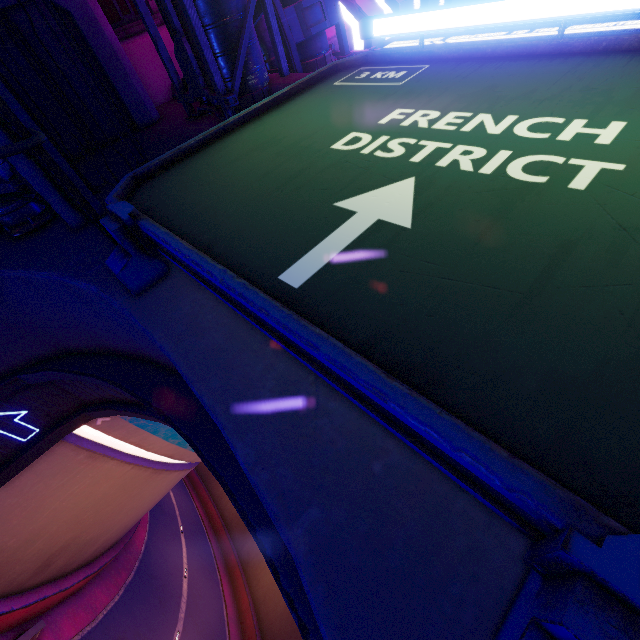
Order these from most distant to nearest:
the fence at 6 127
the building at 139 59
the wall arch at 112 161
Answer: the building at 139 59 < the wall arch at 112 161 < the fence at 6 127

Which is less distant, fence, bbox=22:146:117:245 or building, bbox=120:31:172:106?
fence, bbox=22:146:117:245

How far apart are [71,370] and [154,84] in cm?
1110

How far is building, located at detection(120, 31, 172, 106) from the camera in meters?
12.0 m

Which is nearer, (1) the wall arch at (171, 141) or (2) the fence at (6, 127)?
(2) the fence at (6, 127)

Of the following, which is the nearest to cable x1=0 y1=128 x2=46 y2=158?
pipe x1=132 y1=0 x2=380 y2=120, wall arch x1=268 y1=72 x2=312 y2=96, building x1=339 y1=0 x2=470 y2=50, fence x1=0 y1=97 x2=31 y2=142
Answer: fence x1=0 y1=97 x2=31 y2=142

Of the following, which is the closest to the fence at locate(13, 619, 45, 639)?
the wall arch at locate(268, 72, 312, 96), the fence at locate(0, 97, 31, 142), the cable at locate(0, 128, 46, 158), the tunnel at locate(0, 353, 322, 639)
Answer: the tunnel at locate(0, 353, 322, 639)

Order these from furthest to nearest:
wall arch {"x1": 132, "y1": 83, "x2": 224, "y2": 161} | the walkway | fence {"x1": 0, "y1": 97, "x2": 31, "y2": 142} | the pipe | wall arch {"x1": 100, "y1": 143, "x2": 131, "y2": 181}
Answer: wall arch {"x1": 132, "y1": 83, "x2": 224, "y2": 161}, wall arch {"x1": 100, "y1": 143, "x2": 131, "y2": 181}, the pipe, the walkway, fence {"x1": 0, "y1": 97, "x2": 31, "y2": 142}
